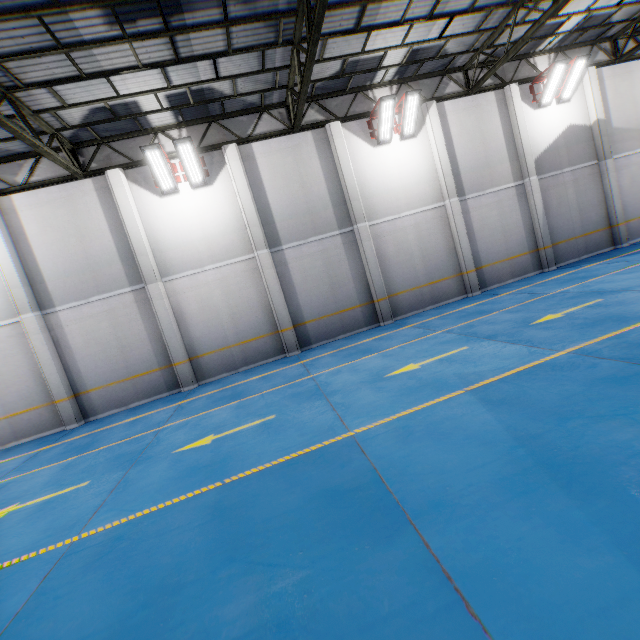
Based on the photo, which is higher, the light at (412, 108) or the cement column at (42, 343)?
the light at (412, 108)

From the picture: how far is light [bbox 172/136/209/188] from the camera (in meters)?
10.33

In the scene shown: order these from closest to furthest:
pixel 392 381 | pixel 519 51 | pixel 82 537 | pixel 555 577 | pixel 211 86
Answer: pixel 555 577 < pixel 82 537 < pixel 392 381 < pixel 211 86 < pixel 519 51

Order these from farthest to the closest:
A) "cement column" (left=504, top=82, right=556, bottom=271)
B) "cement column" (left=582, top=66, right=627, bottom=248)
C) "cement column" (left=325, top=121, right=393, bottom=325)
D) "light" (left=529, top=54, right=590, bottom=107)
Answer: "cement column" (left=582, top=66, right=627, bottom=248)
"cement column" (left=504, top=82, right=556, bottom=271)
"light" (left=529, top=54, right=590, bottom=107)
"cement column" (left=325, top=121, right=393, bottom=325)

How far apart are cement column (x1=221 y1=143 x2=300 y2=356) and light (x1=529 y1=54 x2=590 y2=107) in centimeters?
1260cm

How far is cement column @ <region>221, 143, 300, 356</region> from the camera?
11.5m

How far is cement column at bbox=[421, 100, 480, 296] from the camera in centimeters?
1281cm

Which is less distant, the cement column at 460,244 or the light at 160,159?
the light at 160,159
